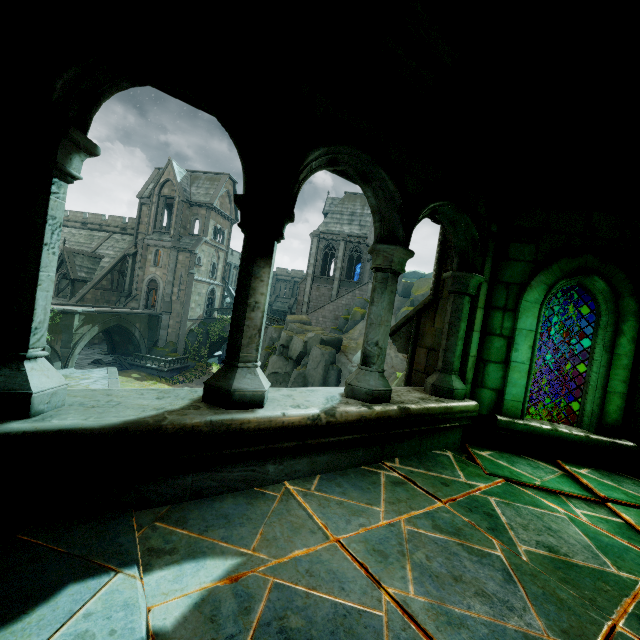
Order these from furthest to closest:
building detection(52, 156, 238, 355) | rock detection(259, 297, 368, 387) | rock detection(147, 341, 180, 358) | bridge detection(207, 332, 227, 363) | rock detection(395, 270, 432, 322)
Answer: bridge detection(207, 332, 227, 363)
building detection(52, 156, 238, 355)
rock detection(147, 341, 180, 358)
rock detection(395, 270, 432, 322)
rock detection(259, 297, 368, 387)

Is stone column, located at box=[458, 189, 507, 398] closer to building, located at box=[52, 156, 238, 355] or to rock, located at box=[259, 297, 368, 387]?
building, located at box=[52, 156, 238, 355]

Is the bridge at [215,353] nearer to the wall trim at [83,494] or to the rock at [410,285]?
the rock at [410,285]

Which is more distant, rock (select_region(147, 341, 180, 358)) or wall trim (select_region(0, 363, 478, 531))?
rock (select_region(147, 341, 180, 358))

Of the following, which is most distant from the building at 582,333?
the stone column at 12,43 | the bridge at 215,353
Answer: the stone column at 12,43

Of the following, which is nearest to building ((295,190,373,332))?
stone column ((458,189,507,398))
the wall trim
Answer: stone column ((458,189,507,398))

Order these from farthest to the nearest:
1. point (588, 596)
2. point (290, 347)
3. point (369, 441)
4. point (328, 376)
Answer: point (290, 347) → point (328, 376) → point (369, 441) → point (588, 596)

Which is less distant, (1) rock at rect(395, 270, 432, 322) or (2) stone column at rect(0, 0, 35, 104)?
(2) stone column at rect(0, 0, 35, 104)
